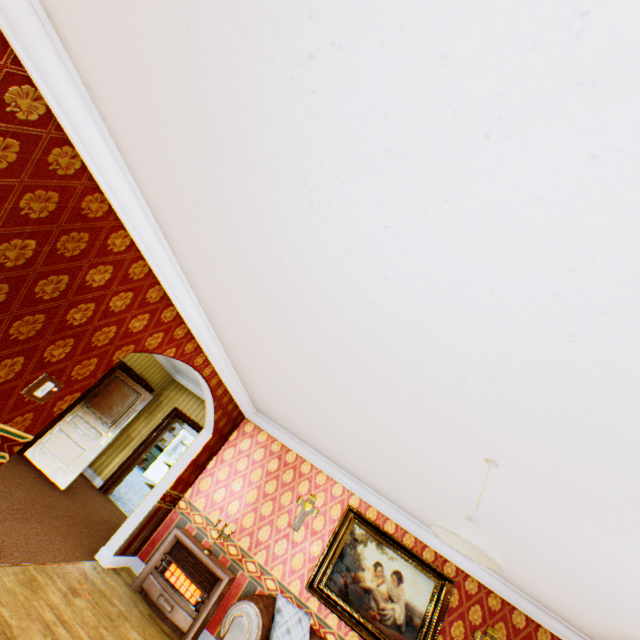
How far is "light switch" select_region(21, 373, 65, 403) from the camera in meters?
2.7

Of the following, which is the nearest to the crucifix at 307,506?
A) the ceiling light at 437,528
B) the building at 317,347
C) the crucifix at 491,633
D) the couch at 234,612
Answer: the building at 317,347

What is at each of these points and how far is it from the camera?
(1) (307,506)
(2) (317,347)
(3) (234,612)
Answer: (1) crucifix, 5.8m
(2) building, 2.9m
(3) couch, 3.9m

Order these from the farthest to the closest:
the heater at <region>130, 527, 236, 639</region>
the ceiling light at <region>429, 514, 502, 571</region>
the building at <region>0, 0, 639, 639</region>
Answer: the heater at <region>130, 527, 236, 639</region>
the ceiling light at <region>429, 514, 502, 571</region>
the building at <region>0, 0, 639, 639</region>

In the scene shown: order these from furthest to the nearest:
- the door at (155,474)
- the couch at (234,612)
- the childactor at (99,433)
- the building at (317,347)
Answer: the door at (155,474)
the childactor at (99,433)
the couch at (234,612)
the building at (317,347)

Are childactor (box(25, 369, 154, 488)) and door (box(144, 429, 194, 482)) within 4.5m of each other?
no

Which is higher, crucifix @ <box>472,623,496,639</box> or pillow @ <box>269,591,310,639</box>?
crucifix @ <box>472,623,496,639</box>

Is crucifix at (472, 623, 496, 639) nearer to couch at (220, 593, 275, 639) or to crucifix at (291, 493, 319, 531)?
couch at (220, 593, 275, 639)
